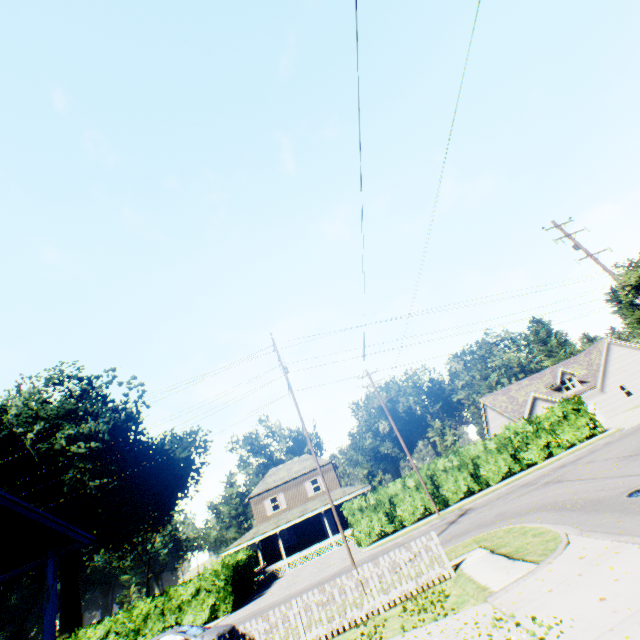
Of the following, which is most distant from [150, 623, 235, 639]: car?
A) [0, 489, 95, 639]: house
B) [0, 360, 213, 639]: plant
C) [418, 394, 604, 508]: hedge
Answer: [0, 360, 213, 639]: plant

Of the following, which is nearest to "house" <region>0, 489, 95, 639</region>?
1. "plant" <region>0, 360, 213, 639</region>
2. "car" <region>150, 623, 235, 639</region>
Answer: "car" <region>150, 623, 235, 639</region>

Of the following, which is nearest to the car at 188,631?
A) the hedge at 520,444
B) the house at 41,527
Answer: the house at 41,527

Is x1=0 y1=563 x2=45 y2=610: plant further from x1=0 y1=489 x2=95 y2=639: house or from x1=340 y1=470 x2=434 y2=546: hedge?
x1=340 y1=470 x2=434 y2=546: hedge

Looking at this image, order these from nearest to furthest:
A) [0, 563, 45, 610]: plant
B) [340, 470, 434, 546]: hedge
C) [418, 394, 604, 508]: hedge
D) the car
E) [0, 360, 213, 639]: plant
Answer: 1. the car
2. [340, 470, 434, 546]: hedge
3. [418, 394, 604, 508]: hedge
4. [0, 360, 213, 639]: plant
5. [0, 563, 45, 610]: plant

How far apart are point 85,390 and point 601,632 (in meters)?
59.89

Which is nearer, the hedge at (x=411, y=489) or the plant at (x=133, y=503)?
the hedge at (x=411, y=489)

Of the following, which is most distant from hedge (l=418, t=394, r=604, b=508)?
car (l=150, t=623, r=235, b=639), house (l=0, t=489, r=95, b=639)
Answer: house (l=0, t=489, r=95, b=639)
